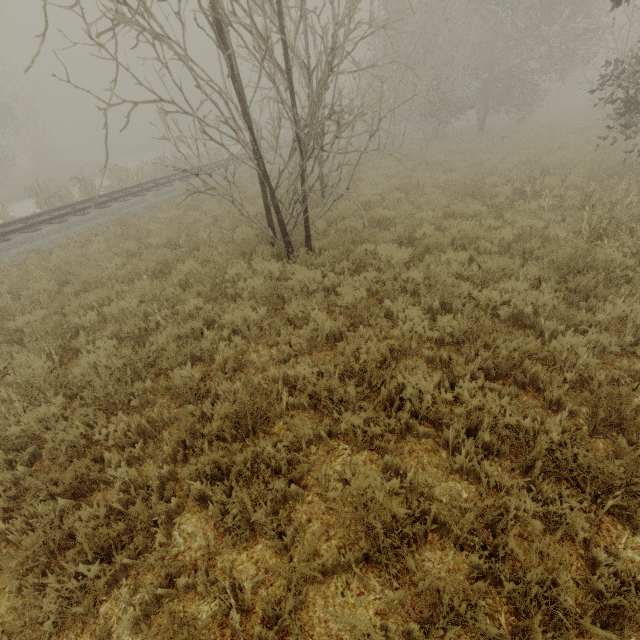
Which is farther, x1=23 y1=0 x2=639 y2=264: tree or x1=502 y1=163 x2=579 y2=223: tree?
x1=502 y1=163 x2=579 y2=223: tree

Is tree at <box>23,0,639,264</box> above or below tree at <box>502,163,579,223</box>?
above

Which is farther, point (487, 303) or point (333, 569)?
point (487, 303)

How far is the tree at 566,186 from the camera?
8.4m

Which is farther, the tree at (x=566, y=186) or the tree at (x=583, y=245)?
the tree at (x=566, y=186)

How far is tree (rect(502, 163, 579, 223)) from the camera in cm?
845
